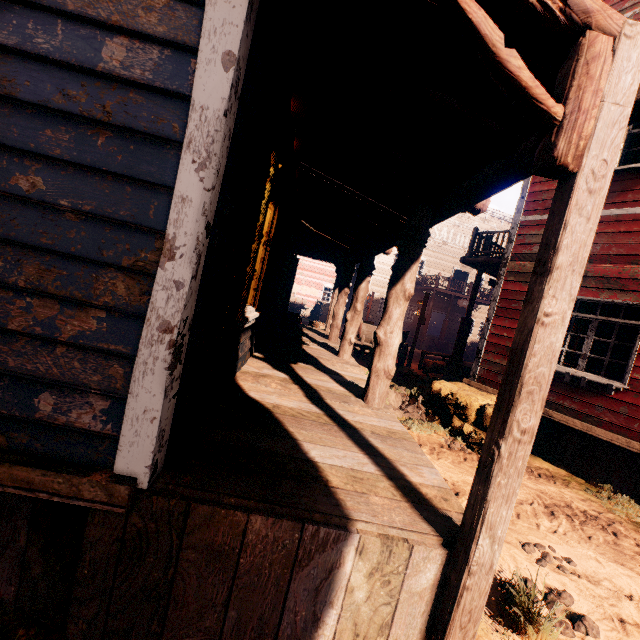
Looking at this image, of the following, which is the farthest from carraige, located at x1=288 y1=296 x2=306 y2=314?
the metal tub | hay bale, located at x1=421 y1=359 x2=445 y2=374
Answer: the metal tub

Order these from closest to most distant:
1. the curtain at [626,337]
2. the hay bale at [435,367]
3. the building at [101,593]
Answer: the building at [101,593] < the curtain at [626,337] < the hay bale at [435,367]

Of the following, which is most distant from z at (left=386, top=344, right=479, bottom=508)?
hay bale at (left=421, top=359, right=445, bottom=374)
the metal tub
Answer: the metal tub

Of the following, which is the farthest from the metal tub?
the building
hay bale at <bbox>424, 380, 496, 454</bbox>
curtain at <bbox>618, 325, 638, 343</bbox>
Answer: curtain at <bbox>618, 325, 638, 343</bbox>

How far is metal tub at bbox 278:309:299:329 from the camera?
9.3m

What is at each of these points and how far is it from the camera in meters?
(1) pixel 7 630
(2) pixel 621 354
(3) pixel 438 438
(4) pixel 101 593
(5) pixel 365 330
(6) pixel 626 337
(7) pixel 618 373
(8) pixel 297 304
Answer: (1) z, 1.7
(2) curtain, 5.8
(3) z, 6.3
(4) building, 1.7
(5) carraige, 11.4
(6) curtain, 5.8
(7) curtain, 5.8
(8) carraige, 26.0

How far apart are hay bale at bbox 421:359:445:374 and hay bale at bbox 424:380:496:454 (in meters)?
6.30

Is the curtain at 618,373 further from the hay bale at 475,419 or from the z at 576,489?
the hay bale at 475,419
